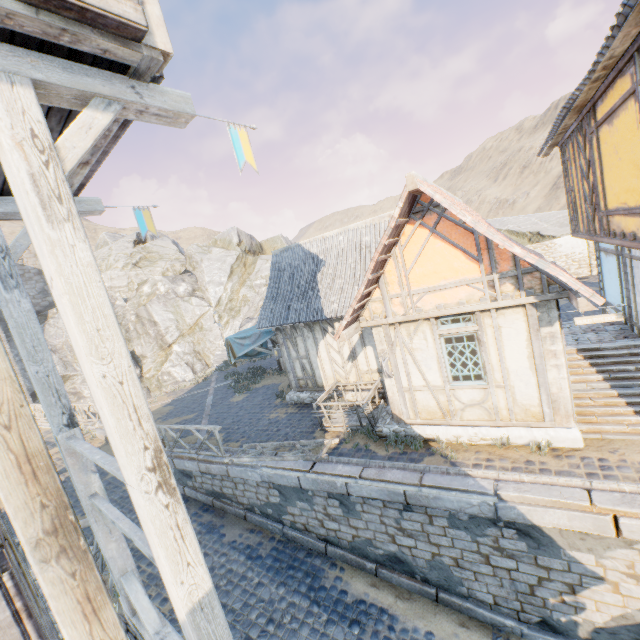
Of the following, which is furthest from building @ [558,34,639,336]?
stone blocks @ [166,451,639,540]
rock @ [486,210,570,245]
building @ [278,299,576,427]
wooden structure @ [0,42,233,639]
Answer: rock @ [486,210,570,245]

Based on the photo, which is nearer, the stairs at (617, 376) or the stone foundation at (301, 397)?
the stairs at (617, 376)

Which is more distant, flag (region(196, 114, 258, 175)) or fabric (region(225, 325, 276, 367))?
fabric (region(225, 325, 276, 367))

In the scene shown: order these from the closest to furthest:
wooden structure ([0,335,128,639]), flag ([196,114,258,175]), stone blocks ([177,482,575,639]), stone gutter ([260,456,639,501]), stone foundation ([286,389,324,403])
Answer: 1. wooden structure ([0,335,128,639])
2. flag ([196,114,258,175])
3. stone gutter ([260,456,639,501])
4. stone blocks ([177,482,575,639])
5. stone foundation ([286,389,324,403])

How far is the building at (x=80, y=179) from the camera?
3.2m

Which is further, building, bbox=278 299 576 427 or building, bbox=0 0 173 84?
building, bbox=278 299 576 427

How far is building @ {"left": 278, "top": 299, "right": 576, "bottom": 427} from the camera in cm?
689

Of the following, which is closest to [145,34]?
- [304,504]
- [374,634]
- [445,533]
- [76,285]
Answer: [76,285]
